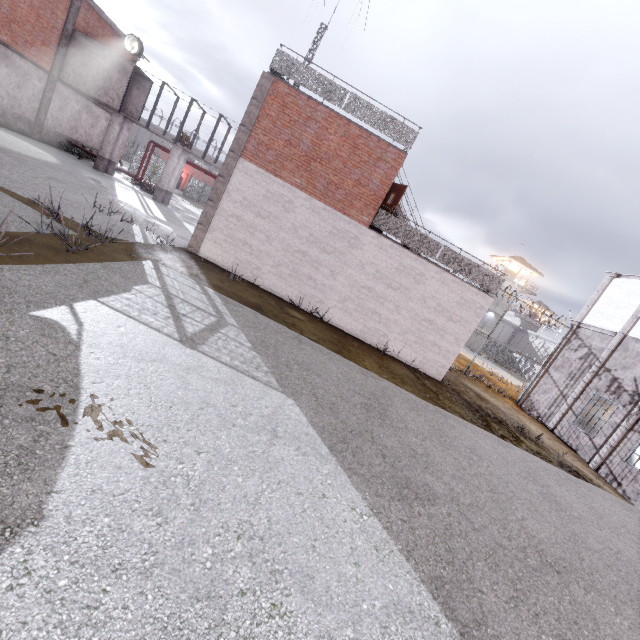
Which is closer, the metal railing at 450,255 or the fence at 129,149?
the metal railing at 450,255

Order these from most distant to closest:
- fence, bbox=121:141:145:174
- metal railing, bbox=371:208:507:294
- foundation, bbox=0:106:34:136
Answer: fence, bbox=121:141:145:174, foundation, bbox=0:106:34:136, metal railing, bbox=371:208:507:294

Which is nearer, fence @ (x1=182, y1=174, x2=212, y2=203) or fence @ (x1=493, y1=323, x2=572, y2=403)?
fence @ (x1=493, y1=323, x2=572, y2=403)

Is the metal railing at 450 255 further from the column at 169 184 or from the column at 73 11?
the column at 73 11

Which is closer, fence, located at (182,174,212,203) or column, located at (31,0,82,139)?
column, located at (31,0,82,139)

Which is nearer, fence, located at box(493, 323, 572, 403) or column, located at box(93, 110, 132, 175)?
fence, located at box(493, 323, 572, 403)

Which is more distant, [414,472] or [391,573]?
[414,472]

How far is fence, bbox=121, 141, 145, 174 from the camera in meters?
29.9
